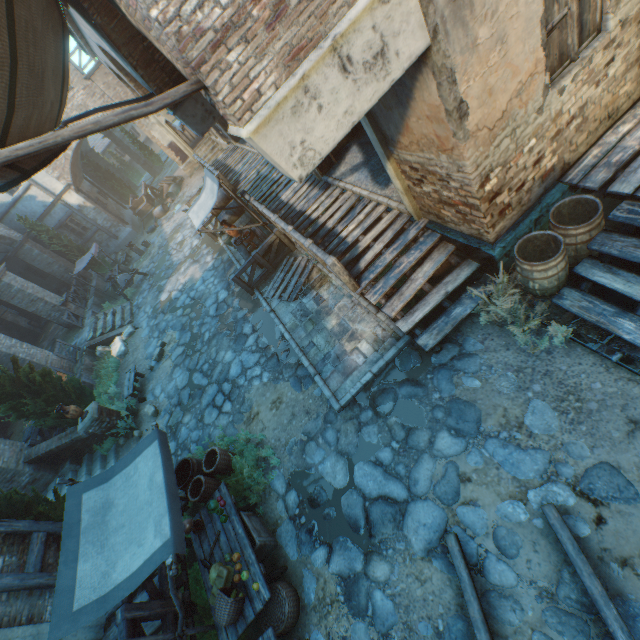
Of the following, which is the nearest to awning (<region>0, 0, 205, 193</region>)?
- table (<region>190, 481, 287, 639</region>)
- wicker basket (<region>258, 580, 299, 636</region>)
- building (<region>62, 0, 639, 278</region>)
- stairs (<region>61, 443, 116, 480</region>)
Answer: building (<region>62, 0, 639, 278</region>)

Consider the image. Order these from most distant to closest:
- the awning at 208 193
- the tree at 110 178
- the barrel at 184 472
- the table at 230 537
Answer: the tree at 110 178, the awning at 208 193, the barrel at 184 472, the table at 230 537

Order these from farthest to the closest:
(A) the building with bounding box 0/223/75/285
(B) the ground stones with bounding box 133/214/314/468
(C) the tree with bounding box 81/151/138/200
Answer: (C) the tree with bounding box 81/151/138/200 → (A) the building with bounding box 0/223/75/285 → (B) the ground stones with bounding box 133/214/314/468

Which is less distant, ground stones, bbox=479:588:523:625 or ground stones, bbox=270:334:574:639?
ground stones, bbox=479:588:523:625

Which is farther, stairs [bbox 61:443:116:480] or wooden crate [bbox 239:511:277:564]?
stairs [bbox 61:443:116:480]

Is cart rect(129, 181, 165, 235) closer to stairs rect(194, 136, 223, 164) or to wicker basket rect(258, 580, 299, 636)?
stairs rect(194, 136, 223, 164)

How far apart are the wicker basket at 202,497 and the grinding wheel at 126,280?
13.83m

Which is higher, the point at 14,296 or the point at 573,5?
the point at 14,296
